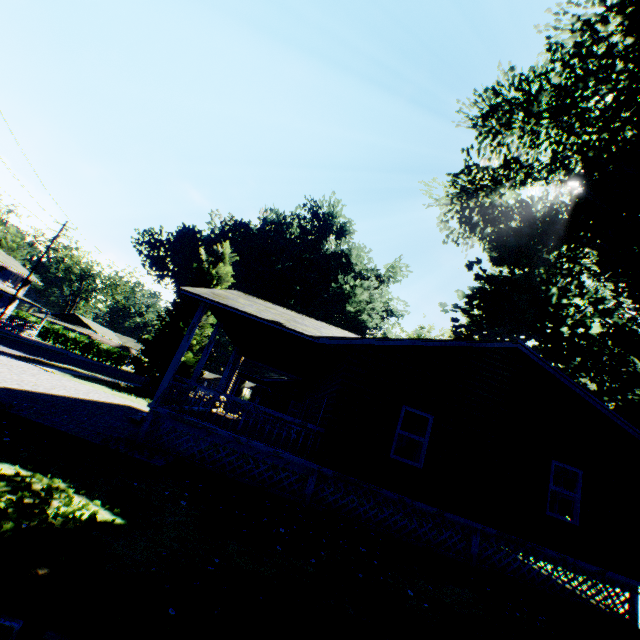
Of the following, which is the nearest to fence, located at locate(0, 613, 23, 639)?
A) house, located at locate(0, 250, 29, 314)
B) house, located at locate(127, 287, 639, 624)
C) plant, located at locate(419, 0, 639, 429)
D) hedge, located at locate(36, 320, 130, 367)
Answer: plant, located at locate(419, 0, 639, 429)

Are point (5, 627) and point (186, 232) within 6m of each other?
no

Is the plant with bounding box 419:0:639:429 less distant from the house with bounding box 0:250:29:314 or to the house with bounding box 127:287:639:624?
the house with bounding box 127:287:639:624

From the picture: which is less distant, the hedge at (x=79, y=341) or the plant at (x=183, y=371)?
the plant at (x=183, y=371)

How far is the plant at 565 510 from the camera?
27.6m

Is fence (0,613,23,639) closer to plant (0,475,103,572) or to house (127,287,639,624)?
plant (0,475,103,572)

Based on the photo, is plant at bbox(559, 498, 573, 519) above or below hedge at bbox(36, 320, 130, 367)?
above

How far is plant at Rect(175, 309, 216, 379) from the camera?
24.1m
